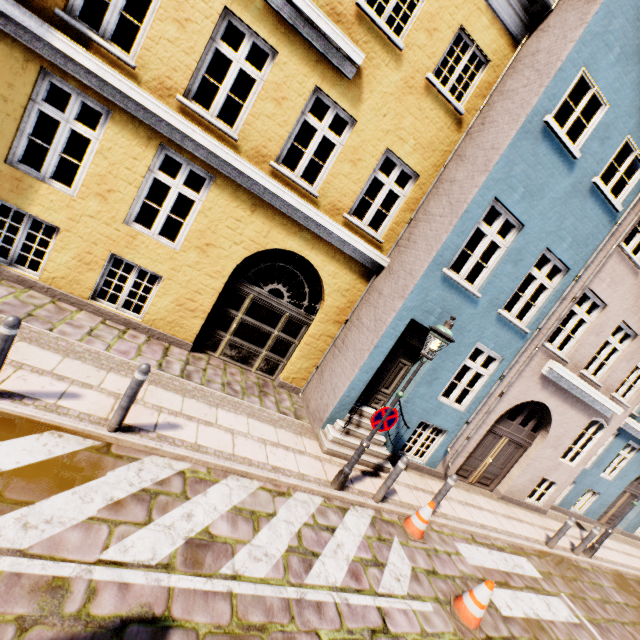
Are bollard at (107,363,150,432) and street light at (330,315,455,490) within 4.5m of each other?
yes

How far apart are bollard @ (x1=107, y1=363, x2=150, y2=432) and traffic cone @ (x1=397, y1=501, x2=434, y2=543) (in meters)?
5.47

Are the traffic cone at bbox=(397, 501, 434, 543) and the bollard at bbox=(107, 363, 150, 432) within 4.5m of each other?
no

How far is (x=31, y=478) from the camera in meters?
3.5

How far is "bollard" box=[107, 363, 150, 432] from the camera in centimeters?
430cm

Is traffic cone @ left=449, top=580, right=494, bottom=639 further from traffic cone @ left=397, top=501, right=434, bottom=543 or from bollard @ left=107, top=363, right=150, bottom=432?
bollard @ left=107, top=363, right=150, bottom=432

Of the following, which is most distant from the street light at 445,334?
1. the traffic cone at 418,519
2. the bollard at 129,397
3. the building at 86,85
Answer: the bollard at 129,397

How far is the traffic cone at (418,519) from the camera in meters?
6.3
